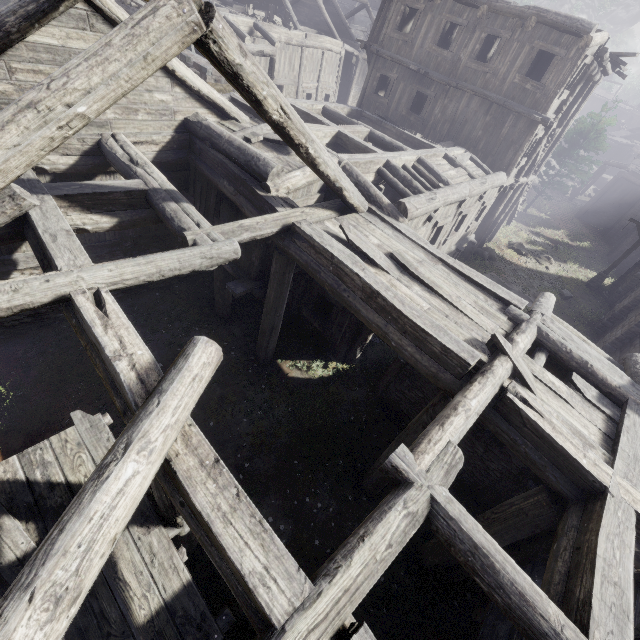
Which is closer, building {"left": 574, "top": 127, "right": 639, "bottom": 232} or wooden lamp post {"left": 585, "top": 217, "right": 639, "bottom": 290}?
wooden lamp post {"left": 585, "top": 217, "right": 639, "bottom": 290}

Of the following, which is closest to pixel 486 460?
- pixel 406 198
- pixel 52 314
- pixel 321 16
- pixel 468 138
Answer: pixel 406 198

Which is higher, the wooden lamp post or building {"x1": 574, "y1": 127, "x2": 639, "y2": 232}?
building {"x1": 574, "y1": 127, "x2": 639, "y2": 232}

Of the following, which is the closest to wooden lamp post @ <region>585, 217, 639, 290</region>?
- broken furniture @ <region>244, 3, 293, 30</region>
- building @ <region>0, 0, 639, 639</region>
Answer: building @ <region>0, 0, 639, 639</region>

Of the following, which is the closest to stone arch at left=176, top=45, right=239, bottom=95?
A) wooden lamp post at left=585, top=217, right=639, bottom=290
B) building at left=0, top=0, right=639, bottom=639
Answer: building at left=0, top=0, right=639, bottom=639

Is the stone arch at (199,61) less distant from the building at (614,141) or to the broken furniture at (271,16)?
the building at (614,141)

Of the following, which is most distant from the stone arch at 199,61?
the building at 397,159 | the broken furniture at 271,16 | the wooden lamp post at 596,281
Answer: the wooden lamp post at 596,281
